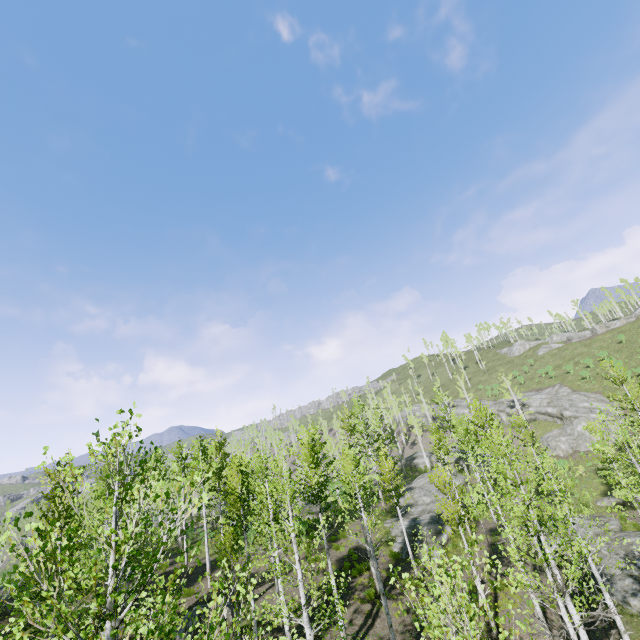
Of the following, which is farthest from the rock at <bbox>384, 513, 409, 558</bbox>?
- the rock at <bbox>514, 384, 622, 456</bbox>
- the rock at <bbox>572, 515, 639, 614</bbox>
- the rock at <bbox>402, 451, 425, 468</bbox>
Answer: the rock at <bbox>514, 384, 622, 456</bbox>

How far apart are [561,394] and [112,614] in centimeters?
6072cm

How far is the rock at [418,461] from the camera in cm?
5300

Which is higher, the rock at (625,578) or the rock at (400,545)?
the rock at (400,545)

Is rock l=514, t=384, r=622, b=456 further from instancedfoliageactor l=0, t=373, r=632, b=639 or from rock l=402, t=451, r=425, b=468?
instancedfoliageactor l=0, t=373, r=632, b=639

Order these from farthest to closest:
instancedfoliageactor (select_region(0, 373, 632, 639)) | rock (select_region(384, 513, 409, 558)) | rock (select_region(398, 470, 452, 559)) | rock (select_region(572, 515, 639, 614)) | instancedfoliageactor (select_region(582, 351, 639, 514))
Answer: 1. rock (select_region(398, 470, 452, 559))
2. rock (select_region(384, 513, 409, 558))
3. rock (select_region(572, 515, 639, 614))
4. instancedfoliageactor (select_region(582, 351, 639, 514))
5. instancedfoliageactor (select_region(0, 373, 632, 639))

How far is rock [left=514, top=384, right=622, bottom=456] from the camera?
39.2 meters

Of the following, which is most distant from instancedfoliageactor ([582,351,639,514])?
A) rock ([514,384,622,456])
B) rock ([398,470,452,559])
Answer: rock ([514,384,622,456])
